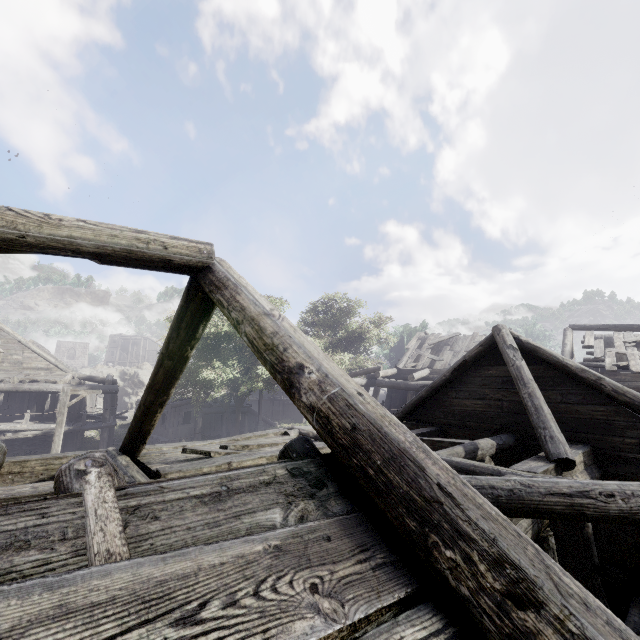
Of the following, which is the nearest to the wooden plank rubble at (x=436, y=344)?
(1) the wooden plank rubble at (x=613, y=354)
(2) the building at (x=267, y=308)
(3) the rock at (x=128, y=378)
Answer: (2) the building at (x=267, y=308)

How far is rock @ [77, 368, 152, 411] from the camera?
40.2m

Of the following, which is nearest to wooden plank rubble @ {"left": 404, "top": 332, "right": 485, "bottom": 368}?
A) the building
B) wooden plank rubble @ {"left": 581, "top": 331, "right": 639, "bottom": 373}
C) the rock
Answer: the building

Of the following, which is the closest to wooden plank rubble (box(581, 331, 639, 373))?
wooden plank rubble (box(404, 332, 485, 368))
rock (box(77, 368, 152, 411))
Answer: wooden plank rubble (box(404, 332, 485, 368))

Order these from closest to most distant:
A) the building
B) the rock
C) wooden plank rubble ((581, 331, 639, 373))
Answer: the building
wooden plank rubble ((581, 331, 639, 373))
the rock

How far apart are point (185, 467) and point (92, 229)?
4.2 meters

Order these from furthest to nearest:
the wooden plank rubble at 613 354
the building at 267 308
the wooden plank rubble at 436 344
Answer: the wooden plank rubble at 436 344 < the wooden plank rubble at 613 354 < the building at 267 308

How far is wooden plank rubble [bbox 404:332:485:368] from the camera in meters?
21.1 m
